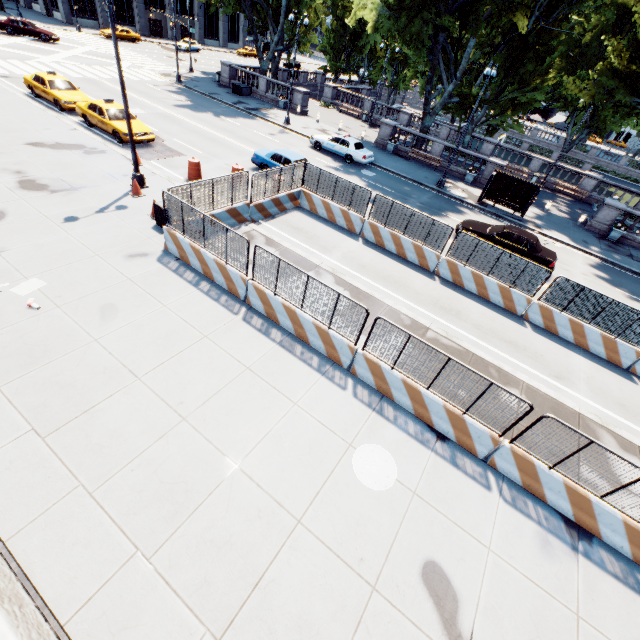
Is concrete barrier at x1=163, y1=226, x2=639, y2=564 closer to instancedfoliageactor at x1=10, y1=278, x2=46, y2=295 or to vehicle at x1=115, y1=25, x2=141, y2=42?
instancedfoliageactor at x1=10, y1=278, x2=46, y2=295

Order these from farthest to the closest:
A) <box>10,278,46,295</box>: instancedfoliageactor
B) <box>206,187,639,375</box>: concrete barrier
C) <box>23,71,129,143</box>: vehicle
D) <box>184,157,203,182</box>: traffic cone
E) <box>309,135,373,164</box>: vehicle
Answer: <box>309,135,373,164</box>: vehicle
<box>23,71,129,143</box>: vehicle
<box>184,157,203,182</box>: traffic cone
<box>206,187,639,375</box>: concrete barrier
<box>10,278,46,295</box>: instancedfoliageactor

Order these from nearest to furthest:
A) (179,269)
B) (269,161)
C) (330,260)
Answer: (179,269) < (330,260) < (269,161)

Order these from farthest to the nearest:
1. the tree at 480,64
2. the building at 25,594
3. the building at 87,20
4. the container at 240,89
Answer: the building at 87,20 → the container at 240,89 → the tree at 480,64 → the building at 25,594

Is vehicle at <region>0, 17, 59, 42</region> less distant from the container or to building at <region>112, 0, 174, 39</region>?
building at <region>112, 0, 174, 39</region>

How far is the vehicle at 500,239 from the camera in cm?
1632

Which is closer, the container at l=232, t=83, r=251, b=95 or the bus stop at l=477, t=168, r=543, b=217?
the bus stop at l=477, t=168, r=543, b=217

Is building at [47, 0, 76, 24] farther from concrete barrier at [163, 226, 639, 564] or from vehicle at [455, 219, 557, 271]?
vehicle at [455, 219, 557, 271]
